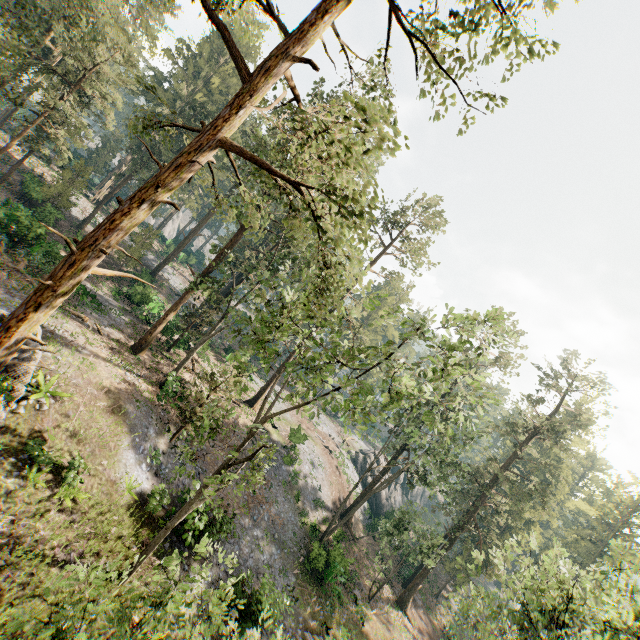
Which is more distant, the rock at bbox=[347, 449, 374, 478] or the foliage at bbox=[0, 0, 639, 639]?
the rock at bbox=[347, 449, 374, 478]

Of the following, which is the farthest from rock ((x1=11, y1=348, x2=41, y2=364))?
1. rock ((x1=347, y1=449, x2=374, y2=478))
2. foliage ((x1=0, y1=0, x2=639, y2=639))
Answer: rock ((x1=347, y1=449, x2=374, y2=478))

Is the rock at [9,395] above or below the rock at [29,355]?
below

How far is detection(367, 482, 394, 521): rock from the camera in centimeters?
4481cm

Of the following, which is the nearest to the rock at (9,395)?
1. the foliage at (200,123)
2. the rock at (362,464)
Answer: the foliage at (200,123)

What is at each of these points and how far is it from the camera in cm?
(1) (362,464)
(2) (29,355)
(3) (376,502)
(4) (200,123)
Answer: (1) rock, 5053
(2) rock, 1389
(3) rock, 4762
(4) foliage, 915
